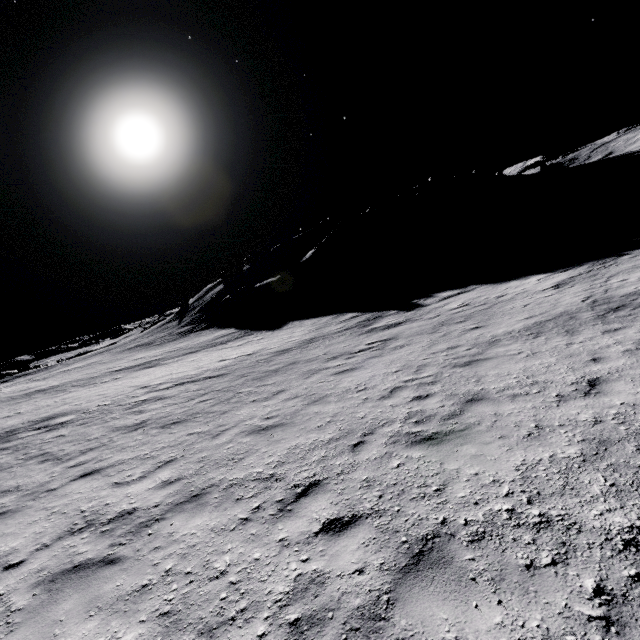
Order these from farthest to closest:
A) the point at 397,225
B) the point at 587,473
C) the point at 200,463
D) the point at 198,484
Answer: the point at 397,225 < the point at 200,463 < the point at 198,484 < the point at 587,473
